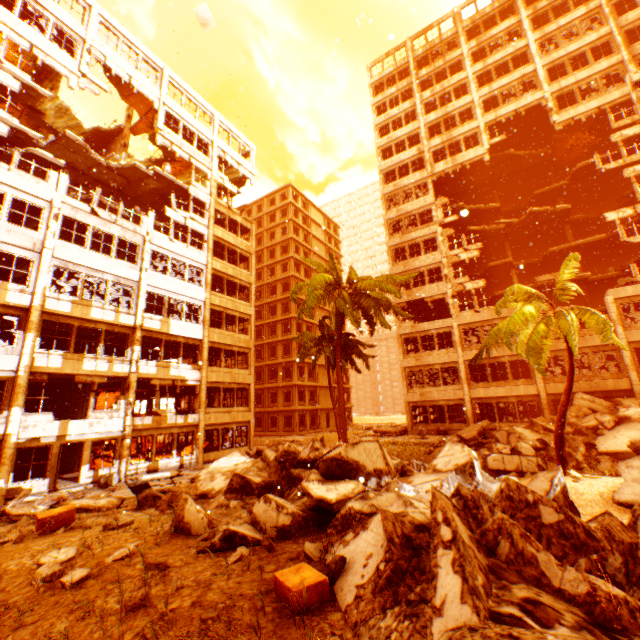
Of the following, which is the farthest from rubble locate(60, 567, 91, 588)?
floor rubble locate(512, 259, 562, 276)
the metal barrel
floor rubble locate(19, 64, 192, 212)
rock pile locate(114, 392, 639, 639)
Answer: floor rubble locate(512, 259, 562, 276)

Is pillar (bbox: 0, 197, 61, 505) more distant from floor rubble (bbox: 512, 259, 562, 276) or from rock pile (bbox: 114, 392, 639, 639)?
floor rubble (bbox: 512, 259, 562, 276)

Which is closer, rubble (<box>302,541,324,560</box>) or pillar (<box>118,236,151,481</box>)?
rubble (<box>302,541,324,560</box>)

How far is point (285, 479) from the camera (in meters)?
7.95

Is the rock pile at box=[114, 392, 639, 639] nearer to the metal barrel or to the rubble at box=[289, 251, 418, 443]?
the rubble at box=[289, 251, 418, 443]

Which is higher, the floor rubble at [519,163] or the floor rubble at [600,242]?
the floor rubble at [519,163]

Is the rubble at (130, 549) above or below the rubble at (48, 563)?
above

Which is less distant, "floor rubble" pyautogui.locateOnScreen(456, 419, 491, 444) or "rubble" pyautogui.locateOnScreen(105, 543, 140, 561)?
"rubble" pyautogui.locateOnScreen(105, 543, 140, 561)
